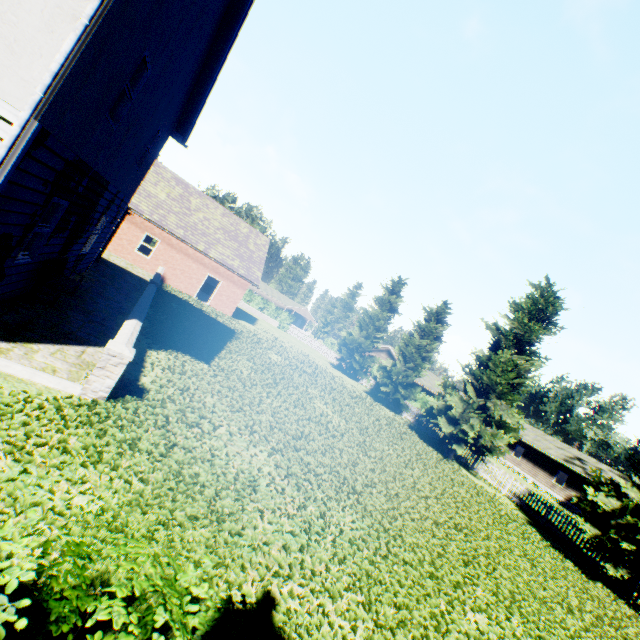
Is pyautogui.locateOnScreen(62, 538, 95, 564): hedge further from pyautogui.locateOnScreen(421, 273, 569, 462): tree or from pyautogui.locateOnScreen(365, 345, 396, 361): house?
pyautogui.locateOnScreen(365, 345, 396, 361): house

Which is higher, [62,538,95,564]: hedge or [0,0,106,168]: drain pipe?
[0,0,106,168]: drain pipe

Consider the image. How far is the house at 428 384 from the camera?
40.10m

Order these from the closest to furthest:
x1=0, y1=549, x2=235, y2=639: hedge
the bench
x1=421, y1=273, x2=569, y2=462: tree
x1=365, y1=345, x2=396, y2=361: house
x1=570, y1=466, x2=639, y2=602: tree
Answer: x1=0, y1=549, x2=235, y2=639: hedge → the bench → x1=570, y1=466, x2=639, y2=602: tree → x1=421, y1=273, x2=569, y2=462: tree → x1=365, y1=345, x2=396, y2=361: house

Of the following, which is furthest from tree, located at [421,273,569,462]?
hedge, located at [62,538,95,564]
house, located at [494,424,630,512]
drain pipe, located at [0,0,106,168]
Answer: drain pipe, located at [0,0,106,168]

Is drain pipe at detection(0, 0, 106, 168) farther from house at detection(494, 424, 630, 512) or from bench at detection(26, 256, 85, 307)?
house at detection(494, 424, 630, 512)

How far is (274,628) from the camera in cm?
365

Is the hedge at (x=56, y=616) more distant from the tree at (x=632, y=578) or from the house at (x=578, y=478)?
the house at (x=578, y=478)
